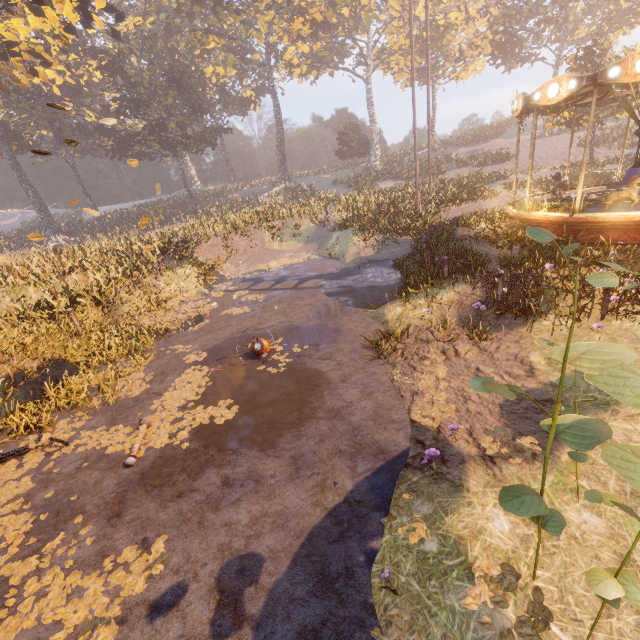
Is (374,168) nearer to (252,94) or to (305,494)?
(252,94)

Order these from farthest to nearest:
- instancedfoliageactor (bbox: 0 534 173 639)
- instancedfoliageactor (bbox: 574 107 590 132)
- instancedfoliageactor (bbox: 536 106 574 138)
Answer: instancedfoliageactor (bbox: 536 106 574 138)
instancedfoliageactor (bbox: 574 107 590 132)
instancedfoliageactor (bbox: 0 534 173 639)

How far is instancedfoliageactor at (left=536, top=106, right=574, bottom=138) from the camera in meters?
21.1 m

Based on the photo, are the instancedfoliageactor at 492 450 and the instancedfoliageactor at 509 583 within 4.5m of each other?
yes

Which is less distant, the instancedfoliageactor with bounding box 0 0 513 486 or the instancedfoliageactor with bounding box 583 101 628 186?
the instancedfoliageactor with bounding box 0 0 513 486

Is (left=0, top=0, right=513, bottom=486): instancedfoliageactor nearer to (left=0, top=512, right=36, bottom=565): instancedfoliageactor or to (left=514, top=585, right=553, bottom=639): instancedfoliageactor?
(left=0, top=512, right=36, bottom=565): instancedfoliageactor

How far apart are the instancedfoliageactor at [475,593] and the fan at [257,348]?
5.6 meters

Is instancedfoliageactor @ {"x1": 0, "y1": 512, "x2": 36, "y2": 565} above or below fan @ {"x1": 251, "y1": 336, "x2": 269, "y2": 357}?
below
